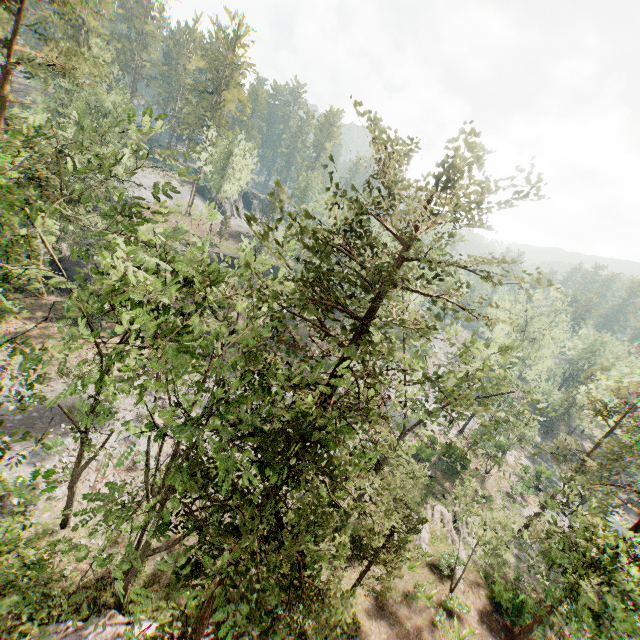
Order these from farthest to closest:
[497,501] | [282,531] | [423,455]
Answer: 1. [497,501]
2. [423,455]
3. [282,531]

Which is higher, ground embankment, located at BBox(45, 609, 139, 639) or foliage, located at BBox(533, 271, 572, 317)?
foliage, located at BBox(533, 271, 572, 317)

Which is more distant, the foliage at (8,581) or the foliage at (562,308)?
the foliage at (8,581)

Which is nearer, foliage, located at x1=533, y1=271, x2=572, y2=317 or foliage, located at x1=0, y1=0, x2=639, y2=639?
foliage, located at x1=533, y1=271, x2=572, y2=317

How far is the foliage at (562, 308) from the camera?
6.2 meters

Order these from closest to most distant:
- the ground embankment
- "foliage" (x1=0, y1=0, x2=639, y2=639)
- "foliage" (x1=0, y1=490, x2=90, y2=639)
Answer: "foliage" (x1=0, y1=0, x2=639, y2=639) < "foliage" (x1=0, y1=490, x2=90, y2=639) < the ground embankment

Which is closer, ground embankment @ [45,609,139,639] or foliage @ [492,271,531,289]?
foliage @ [492,271,531,289]
